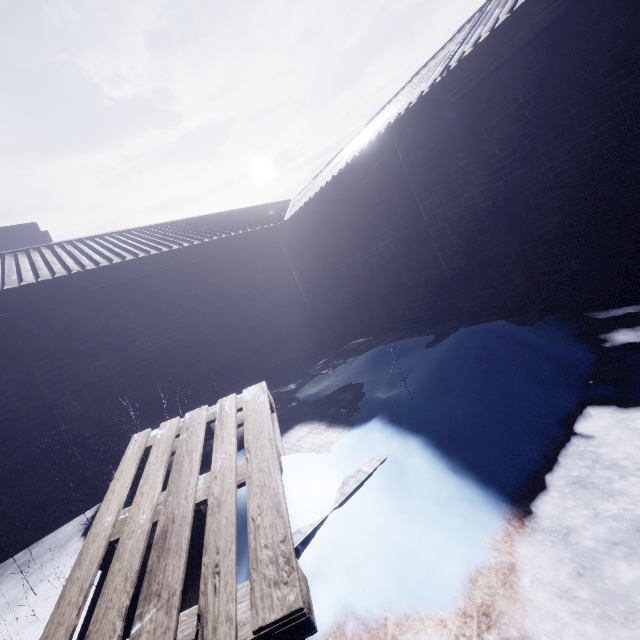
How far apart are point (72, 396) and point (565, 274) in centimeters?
476cm
